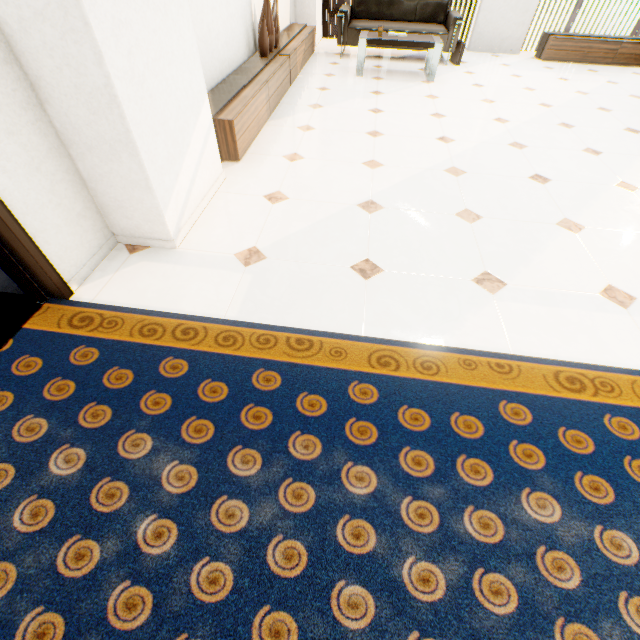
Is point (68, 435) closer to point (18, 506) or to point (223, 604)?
point (18, 506)

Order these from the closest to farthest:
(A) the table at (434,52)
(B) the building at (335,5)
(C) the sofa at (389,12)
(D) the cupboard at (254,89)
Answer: (D) the cupboard at (254,89), (A) the table at (434,52), (C) the sofa at (389,12), (B) the building at (335,5)

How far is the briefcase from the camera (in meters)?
5.41

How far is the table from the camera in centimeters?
459cm

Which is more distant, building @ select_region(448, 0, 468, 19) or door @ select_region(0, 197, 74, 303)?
building @ select_region(448, 0, 468, 19)

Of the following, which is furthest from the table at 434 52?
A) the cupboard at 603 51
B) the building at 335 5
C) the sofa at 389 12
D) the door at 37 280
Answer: the building at 335 5

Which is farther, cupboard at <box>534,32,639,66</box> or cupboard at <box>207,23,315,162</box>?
cupboard at <box>534,32,639,66</box>

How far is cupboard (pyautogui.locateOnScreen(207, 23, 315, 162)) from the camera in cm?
277
